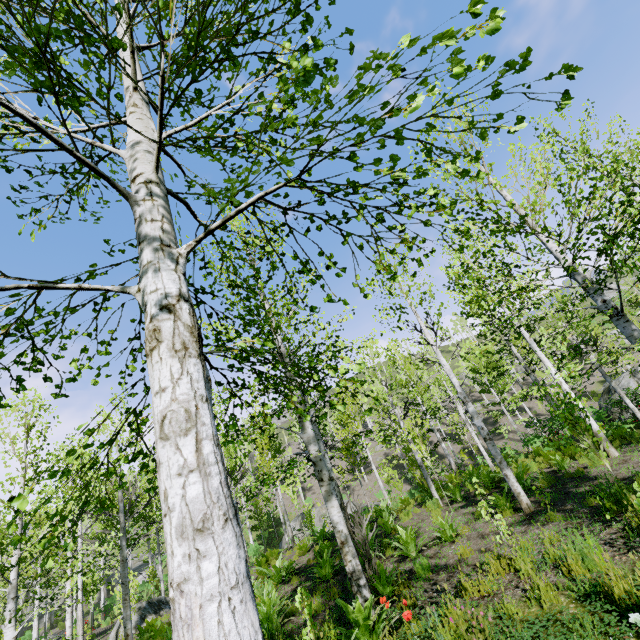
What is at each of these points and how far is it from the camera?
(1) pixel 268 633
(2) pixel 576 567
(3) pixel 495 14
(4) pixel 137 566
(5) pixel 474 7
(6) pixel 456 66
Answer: (1) instancedfoliageactor, 5.8 meters
(2) instancedfoliageactor, 4.1 meters
(3) instancedfoliageactor, 1.6 meters
(4) rock, 41.8 meters
(5) instancedfoliageactor, 1.4 meters
(6) instancedfoliageactor, 1.6 meters

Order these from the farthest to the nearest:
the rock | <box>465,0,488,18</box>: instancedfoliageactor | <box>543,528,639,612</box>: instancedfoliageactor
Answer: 1. the rock
2. <box>543,528,639,612</box>: instancedfoliageactor
3. <box>465,0,488,18</box>: instancedfoliageactor

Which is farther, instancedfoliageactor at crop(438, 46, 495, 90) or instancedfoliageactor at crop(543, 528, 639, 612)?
instancedfoliageactor at crop(543, 528, 639, 612)

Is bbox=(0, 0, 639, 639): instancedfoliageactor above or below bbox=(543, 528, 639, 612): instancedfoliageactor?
above

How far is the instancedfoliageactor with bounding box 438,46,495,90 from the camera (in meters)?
1.55

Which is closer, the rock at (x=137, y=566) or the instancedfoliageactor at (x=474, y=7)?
the instancedfoliageactor at (x=474, y=7)

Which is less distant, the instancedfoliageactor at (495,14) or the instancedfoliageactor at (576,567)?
the instancedfoliageactor at (495,14)

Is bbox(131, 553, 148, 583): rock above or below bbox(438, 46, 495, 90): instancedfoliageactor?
below
